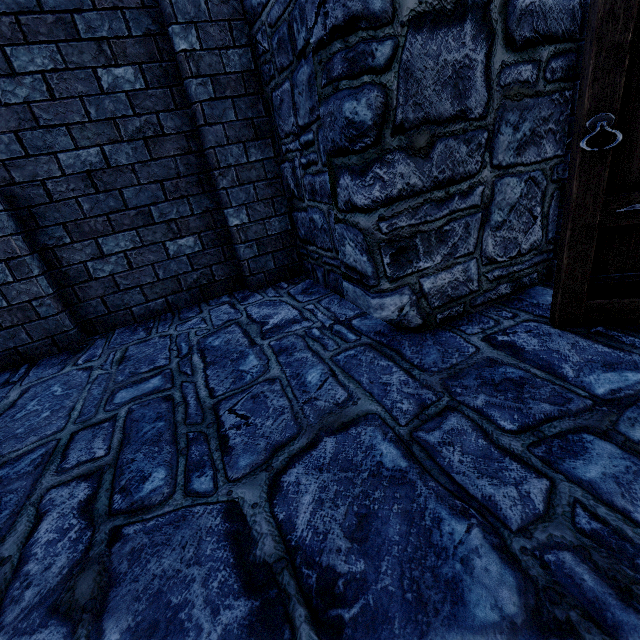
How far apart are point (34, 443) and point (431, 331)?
2.6m
